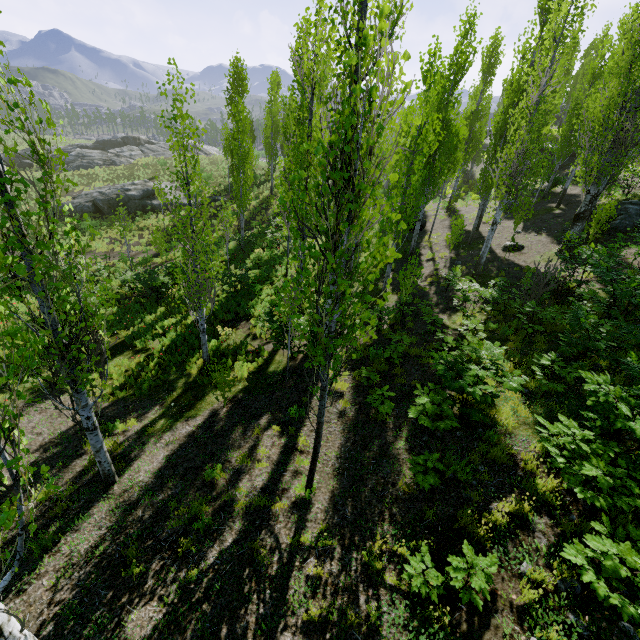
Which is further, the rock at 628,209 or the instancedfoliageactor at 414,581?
the rock at 628,209

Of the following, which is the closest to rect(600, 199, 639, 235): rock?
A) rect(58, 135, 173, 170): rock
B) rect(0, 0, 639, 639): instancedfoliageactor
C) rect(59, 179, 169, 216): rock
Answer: rect(0, 0, 639, 639): instancedfoliageactor

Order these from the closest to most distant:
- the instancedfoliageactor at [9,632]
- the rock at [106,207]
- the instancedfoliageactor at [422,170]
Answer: the instancedfoliageactor at [9,632]
the instancedfoliageactor at [422,170]
the rock at [106,207]

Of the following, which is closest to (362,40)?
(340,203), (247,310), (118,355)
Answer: (340,203)

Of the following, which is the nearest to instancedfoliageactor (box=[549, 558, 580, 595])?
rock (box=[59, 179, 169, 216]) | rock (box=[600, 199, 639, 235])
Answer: rock (box=[600, 199, 639, 235])

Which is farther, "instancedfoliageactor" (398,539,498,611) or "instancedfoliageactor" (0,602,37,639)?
"instancedfoliageactor" (398,539,498,611)

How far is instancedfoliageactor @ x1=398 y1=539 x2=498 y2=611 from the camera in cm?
408

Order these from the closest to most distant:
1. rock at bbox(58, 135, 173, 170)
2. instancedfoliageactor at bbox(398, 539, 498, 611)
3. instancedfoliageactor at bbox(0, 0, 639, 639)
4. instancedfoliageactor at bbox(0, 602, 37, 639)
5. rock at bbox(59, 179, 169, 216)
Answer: instancedfoliageactor at bbox(0, 602, 37, 639) → instancedfoliageactor at bbox(0, 0, 639, 639) → instancedfoliageactor at bbox(398, 539, 498, 611) → rock at bbox(59, 179, 169, 216) → rock at bbox(58, 135, 173, 170)
